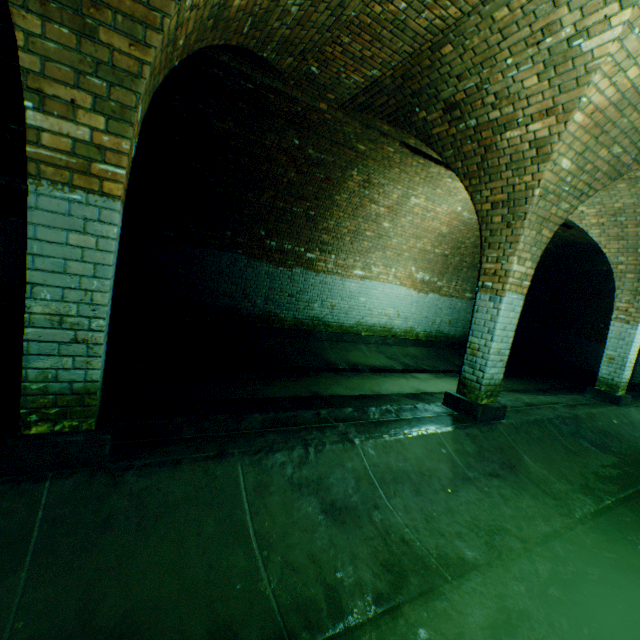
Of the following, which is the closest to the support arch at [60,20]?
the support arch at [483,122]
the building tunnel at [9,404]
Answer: the building tunnel at [9,404]

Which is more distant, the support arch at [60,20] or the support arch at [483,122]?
the support arch at [483,122]

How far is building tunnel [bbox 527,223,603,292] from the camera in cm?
955

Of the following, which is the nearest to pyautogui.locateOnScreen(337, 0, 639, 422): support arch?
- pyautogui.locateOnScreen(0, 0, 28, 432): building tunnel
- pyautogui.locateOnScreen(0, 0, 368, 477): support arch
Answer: pyautogui.locateOnScreen(0, 0, 28, 432): building tunnel

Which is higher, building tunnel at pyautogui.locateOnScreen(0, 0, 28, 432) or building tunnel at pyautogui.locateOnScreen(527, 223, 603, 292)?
building tunnel at pyautogui.locateOnScreen(527, 223, 603, 292)

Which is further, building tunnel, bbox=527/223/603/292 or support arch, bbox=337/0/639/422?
building tunnel, bbox=527/223/603/292

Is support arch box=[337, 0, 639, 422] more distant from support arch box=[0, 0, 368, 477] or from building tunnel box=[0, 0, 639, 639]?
support arch box=[0, 0, 368, 477]

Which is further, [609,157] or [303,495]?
[609,157]
